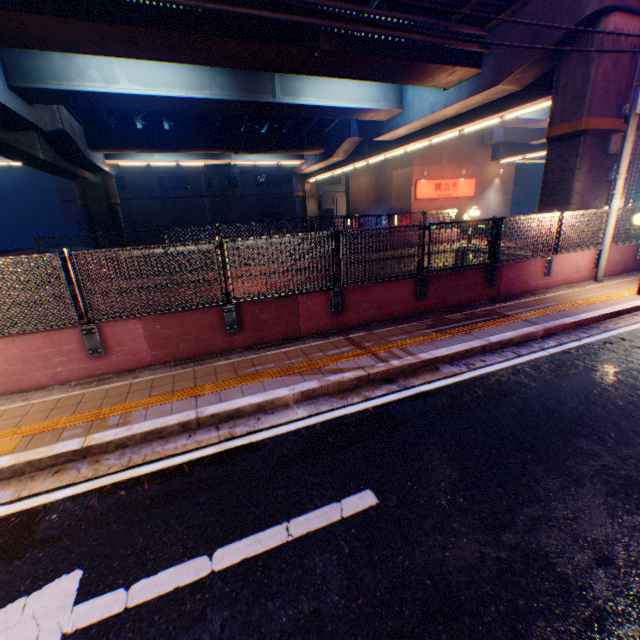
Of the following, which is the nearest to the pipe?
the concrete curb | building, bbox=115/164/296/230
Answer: the concrete curb

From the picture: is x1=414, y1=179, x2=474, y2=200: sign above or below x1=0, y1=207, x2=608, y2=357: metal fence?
above

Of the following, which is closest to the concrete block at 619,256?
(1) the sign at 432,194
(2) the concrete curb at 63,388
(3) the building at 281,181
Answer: (2) the concrete curb at 63,388

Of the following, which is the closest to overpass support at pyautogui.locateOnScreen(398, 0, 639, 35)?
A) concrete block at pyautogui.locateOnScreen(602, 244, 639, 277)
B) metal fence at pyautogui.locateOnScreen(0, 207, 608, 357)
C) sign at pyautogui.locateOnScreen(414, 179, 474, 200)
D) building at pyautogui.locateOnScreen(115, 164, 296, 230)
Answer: metal fence at pyautogui.locateOnScreen(0, 207, 608, 357)

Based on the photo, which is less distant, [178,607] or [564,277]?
[178,607]

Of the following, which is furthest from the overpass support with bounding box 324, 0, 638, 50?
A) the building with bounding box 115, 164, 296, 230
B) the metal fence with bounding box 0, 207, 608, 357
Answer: the building with bounding box 115, 164, 296, 230

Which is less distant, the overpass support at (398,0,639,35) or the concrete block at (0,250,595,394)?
the concrete block at (0,250,595,394)

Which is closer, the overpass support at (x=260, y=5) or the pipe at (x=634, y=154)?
the overpass support at (x=260, y=5)
